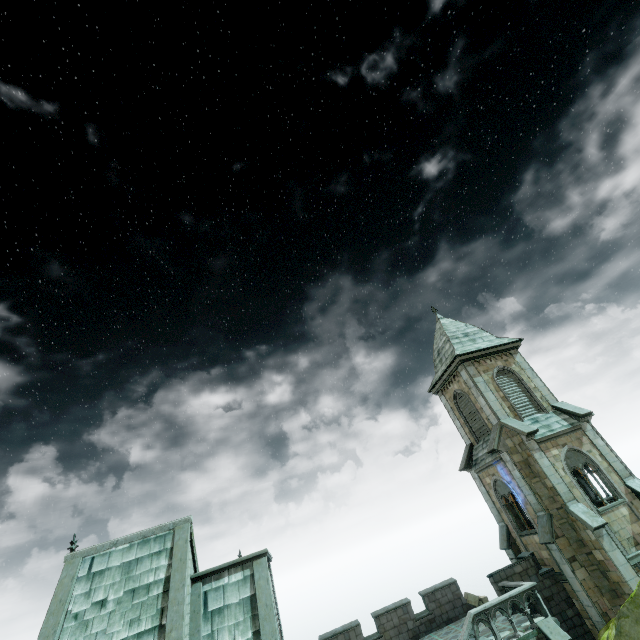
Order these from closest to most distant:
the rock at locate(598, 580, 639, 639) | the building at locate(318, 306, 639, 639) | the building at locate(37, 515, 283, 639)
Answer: the rock at locate(598, 580, 639, 639) → the building at locate(37, 515, 283, 639) → the building at locate(318, 306, 639, 639)

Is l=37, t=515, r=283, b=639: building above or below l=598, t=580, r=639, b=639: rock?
above

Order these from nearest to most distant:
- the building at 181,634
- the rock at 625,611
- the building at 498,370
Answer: the rock at 625,611 → the building at 181,634 → the building at 498,370

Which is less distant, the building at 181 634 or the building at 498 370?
the building at 181 634

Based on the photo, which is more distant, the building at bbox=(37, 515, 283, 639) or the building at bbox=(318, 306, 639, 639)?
the building at bbox=(318, 306, 639, 639)

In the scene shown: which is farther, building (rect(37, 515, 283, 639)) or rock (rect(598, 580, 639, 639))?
building (rect(37, 515, 283, 639))

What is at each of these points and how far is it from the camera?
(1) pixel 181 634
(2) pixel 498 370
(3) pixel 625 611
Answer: (1) building, 12.3m
(2) building, 22.8m
(3) rock, 6.3m
